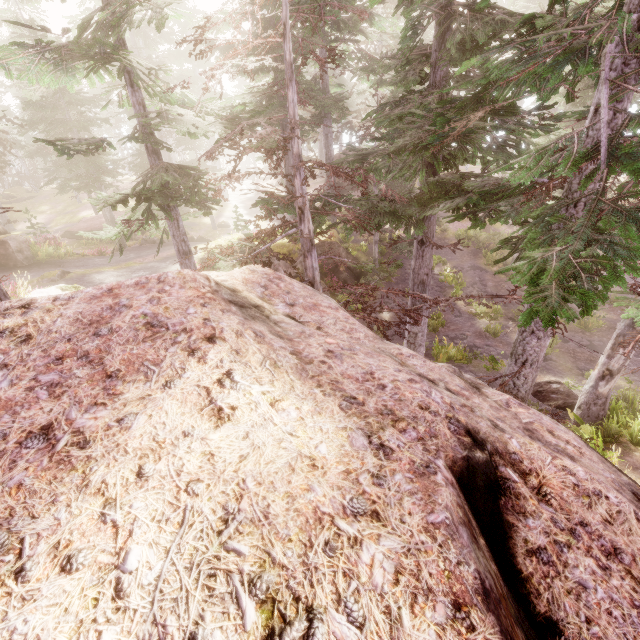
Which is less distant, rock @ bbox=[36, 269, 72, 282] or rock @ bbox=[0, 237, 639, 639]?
rock @ bbox=[0, 237, 639, 639]

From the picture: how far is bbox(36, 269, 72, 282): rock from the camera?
15.3m

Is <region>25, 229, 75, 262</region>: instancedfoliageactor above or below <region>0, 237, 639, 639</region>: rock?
below

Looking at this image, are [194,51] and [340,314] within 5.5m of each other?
yes

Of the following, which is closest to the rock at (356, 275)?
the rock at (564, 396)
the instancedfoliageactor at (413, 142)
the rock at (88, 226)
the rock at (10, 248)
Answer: the instancedfoliageactor at (413, 142)

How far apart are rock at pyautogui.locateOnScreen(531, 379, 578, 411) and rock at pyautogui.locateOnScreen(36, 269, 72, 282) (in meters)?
22.84

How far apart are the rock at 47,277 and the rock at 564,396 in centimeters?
2284cm

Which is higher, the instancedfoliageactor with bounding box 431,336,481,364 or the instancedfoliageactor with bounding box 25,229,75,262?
the instancedfoliageactor with bounding box 25,229,75,262
